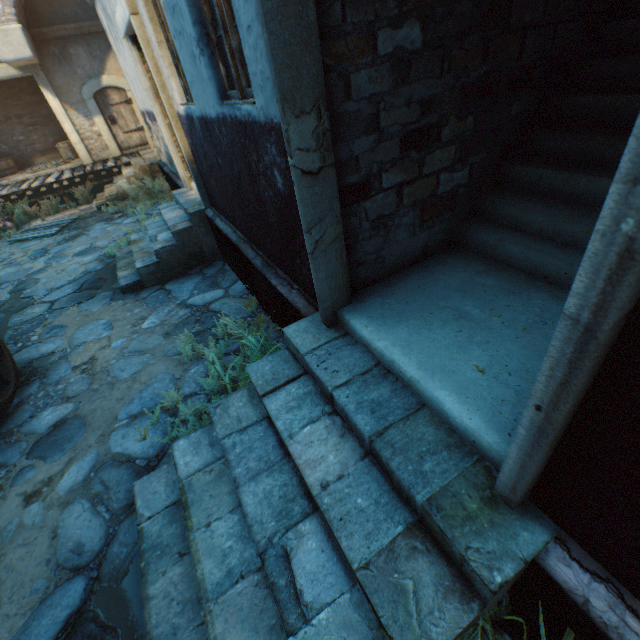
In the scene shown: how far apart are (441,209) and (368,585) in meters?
2.6

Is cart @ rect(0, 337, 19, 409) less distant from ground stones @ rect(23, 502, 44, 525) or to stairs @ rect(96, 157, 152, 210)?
ground stones @ rect(23, 502, 44, 525)

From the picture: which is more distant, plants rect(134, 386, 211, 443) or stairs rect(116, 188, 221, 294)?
stairs rect(116, 188, 221, 294)

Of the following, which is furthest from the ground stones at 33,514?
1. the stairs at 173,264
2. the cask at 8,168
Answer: the cask at 8,168

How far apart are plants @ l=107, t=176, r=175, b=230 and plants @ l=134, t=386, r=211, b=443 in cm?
780

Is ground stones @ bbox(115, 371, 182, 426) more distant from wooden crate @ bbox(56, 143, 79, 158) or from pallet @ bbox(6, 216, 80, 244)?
wooden crate @ bbox(56, 143, 79, 158)

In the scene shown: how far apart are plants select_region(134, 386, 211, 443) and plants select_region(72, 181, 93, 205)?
10.9m

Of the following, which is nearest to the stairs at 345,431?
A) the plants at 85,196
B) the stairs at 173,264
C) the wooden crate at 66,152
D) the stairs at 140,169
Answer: the stairs at 173,264
